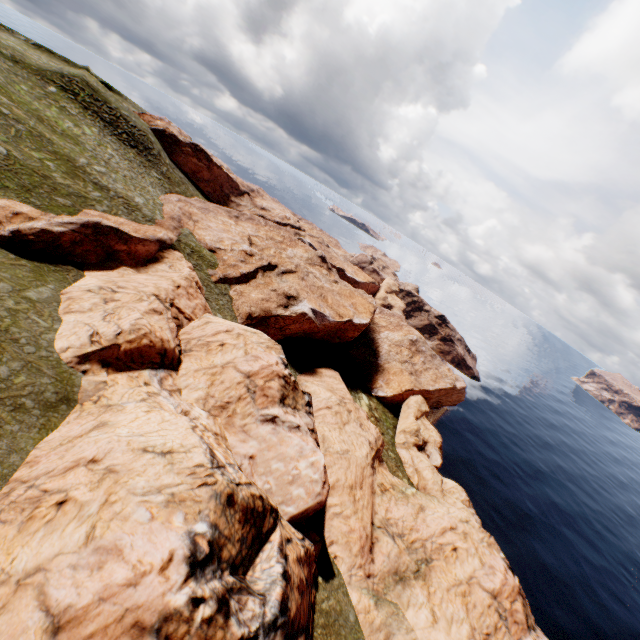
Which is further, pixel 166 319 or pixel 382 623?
pixel 166 319
